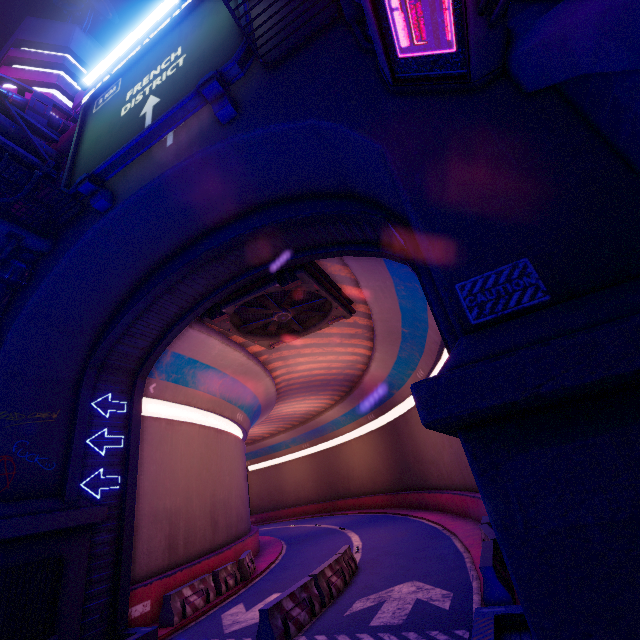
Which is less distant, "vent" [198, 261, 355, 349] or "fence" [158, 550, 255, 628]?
"fence" [158, 550, 255, 628]

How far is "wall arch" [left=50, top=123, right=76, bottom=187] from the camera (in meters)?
13.38

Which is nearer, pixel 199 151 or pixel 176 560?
pixel 199 151

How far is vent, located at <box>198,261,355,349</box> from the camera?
13.4 meters

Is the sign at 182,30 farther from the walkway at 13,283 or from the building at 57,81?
the building at 57,81

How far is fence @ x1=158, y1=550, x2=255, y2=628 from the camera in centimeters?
1105cm

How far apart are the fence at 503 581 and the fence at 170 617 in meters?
10.1 m

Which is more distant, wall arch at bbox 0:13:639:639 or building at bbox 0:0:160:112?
building at bbox 0:0:160:112
